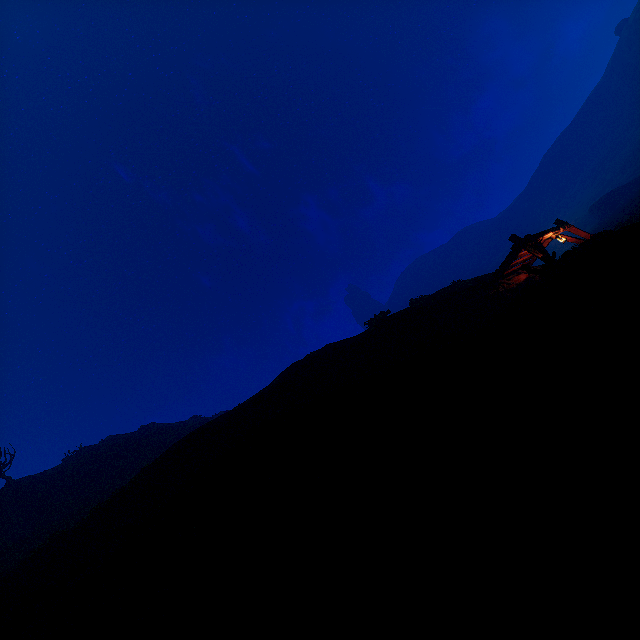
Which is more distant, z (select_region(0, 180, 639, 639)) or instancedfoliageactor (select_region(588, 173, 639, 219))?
instancedfoliageactor (select_region(588, 173, 639, 219))

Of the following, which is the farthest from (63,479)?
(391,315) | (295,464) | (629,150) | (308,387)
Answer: (629,150)

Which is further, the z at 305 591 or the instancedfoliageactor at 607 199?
the instancedfoliageactor at 607 199
